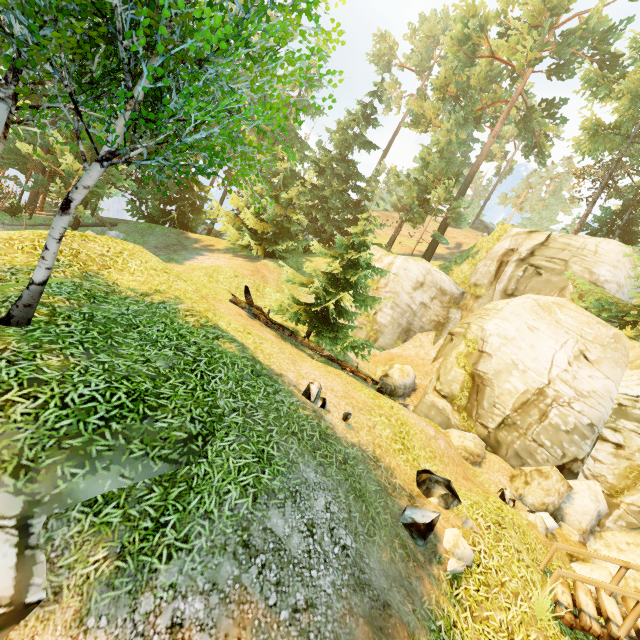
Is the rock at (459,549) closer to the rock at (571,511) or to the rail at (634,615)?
the rail at (634,615)

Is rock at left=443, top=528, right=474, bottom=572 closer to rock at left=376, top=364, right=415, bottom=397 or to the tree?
the tree

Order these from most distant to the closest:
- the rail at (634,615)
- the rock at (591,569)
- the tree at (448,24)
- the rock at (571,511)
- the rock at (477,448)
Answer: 1. the rock at (477,448)
2. the rock at (571,511)
3. the rock at (591,569)
4. the rail at (634,615)
5. the tree at (448,24)

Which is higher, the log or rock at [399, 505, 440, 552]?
the log

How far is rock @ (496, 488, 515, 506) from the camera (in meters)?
10.30

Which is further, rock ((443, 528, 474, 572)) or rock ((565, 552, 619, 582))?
rock ((565, 552, 619, 582))

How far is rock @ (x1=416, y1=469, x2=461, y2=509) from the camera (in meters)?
6.87

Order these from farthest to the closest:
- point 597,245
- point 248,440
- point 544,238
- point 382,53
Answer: point 382,53 → point 544,238 → point 597,245 → point 248,440
